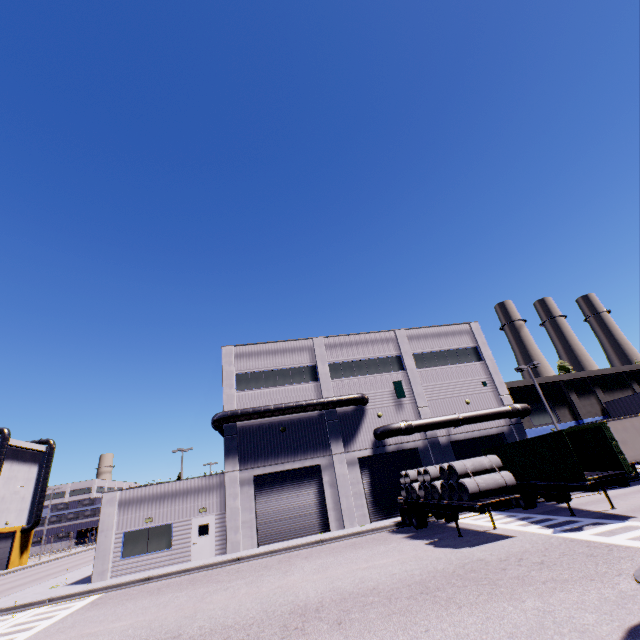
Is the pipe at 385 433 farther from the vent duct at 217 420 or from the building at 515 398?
the vent duct at 217 420

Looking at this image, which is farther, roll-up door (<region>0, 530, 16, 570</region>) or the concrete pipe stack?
roll-up door (<region>0, 530, 16, 570</region>)

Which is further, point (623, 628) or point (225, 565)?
point (225, 565)

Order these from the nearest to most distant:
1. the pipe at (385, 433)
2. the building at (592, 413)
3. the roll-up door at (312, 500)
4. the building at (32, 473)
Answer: the roll-up door at (312, 500)
the pipe at (385, 433)
the building at (592, 413)
the building at (32, 473)

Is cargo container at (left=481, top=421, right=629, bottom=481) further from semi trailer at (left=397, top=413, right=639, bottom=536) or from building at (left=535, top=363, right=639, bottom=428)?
building at (left=535, top=363, right=639, bottom=428)

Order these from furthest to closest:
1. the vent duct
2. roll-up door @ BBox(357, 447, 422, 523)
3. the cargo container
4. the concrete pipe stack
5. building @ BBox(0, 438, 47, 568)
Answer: building @ BBox(0, 438, 47, 568), the vent duct, roll-up door @ BBox(357, 447, 422, 523), the cargo container, the concrete pipe stack

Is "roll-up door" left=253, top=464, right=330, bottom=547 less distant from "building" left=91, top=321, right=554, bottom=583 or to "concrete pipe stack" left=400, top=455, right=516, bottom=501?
"building" left=91, top=321, right=554, bottom=583

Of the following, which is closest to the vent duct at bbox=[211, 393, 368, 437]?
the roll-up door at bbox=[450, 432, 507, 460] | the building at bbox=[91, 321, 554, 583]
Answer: the building at bbox=[91, 321, 554, 583]
